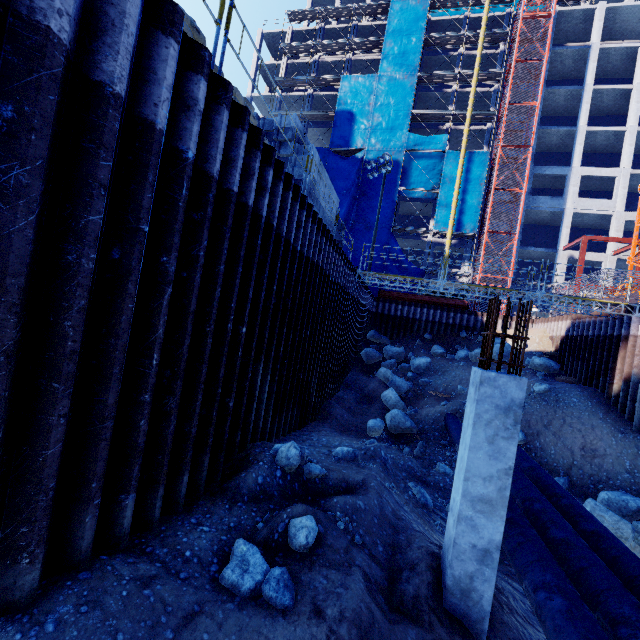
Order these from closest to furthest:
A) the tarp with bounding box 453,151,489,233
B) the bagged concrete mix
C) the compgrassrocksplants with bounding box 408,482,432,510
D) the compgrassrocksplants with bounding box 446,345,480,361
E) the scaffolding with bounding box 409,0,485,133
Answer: the bagged concrete mix, the compgrassrocksplants with bounding box 408,482,432,510, the compgrassrocksplants with bounding box 446,345,480,361, the tarp with bounding box 453,151,489,233, the scaffolding with bounding box 409,0,485,133

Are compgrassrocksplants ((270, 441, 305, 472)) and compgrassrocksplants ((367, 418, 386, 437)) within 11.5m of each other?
yes

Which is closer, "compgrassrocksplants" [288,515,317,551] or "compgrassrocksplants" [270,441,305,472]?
"compgrassrocksplants" [288,515,317,551]

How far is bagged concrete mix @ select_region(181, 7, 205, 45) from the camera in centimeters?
475cm

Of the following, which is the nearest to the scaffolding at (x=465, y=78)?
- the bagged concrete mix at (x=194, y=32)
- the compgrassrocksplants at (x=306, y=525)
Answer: the bagged concrete mix at (x=194, y=32)

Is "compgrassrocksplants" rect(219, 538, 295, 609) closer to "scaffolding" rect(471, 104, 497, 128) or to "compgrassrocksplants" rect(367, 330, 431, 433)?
"compgrassrocksplants" rect(367, 330, 431, 433)

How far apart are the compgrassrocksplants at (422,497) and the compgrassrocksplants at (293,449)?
3.26m

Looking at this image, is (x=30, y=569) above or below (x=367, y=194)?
below
